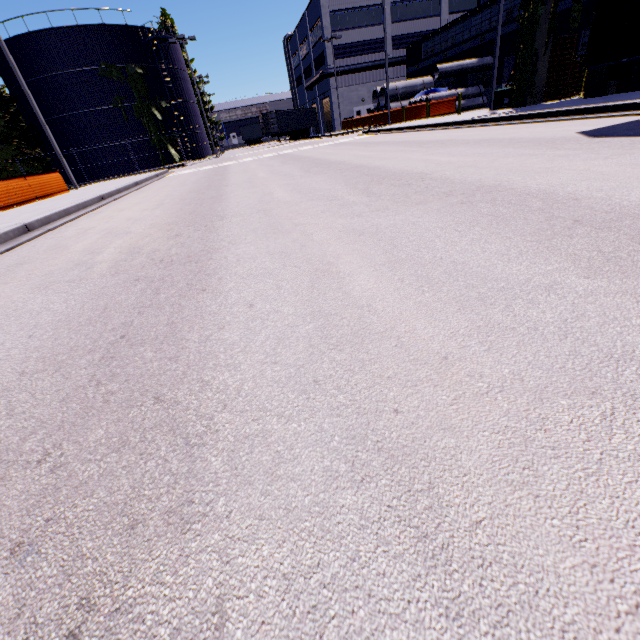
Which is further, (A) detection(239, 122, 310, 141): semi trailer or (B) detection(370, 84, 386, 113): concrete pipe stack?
(A) detection(239, 122, 310, 141): semi trailer

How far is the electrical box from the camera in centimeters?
1694cm

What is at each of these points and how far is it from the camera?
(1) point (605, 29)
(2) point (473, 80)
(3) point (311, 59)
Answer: (1) cargo container, 6.6 meters
(2) building, 31.5 meters
(3) building, 47.5 meters

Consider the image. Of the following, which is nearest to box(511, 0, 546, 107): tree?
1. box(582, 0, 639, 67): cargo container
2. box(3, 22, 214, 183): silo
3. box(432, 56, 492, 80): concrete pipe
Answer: box(3, 22, 214, 183): silo

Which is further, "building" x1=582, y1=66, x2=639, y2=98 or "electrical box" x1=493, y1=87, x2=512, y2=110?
"electrical box" x1=493, y1=87, x2=512, y2=110

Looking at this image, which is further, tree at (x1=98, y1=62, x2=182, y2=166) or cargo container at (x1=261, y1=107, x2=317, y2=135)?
cargo container at (x1=261, y1=107, x2=317, y2=135)

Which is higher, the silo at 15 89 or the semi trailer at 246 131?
the silo at 15 89

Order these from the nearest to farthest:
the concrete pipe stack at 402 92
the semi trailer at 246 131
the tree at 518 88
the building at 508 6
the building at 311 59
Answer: the tree at 518 88
the building at 508 6
the concrete pipe stack at 402 92
the building at 311 59
the semi trailer at 246 131
